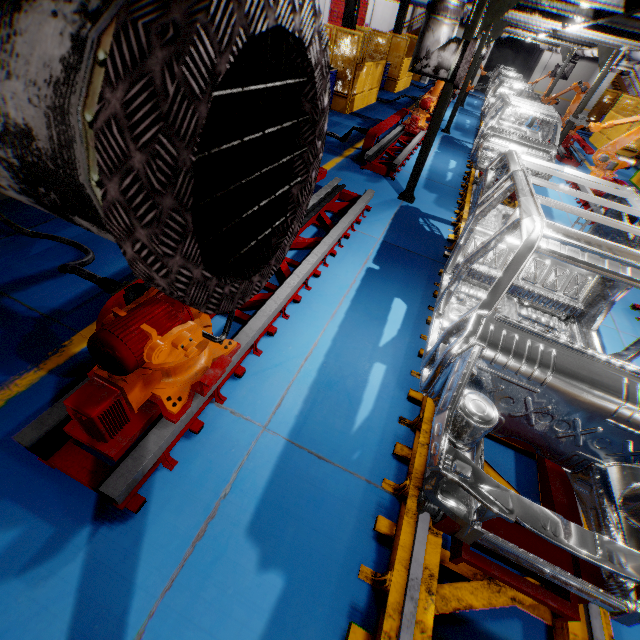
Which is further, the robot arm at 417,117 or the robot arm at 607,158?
the robot arm at 417,117

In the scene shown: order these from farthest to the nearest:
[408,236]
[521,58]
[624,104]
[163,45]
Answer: [521,58] < [624,104] < [408,236] < [163,45]

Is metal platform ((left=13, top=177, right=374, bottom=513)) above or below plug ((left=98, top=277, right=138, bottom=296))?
below

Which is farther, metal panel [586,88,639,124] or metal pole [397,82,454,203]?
metal panel [586,88,639,124]

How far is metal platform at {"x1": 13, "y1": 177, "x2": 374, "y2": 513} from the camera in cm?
213

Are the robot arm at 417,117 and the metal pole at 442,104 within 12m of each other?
yes

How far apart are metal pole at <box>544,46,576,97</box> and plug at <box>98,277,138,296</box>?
22.2 meters

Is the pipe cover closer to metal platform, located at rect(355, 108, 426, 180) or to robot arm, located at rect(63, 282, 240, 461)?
robot arm, located at rect(63, 282, 240, 461)
